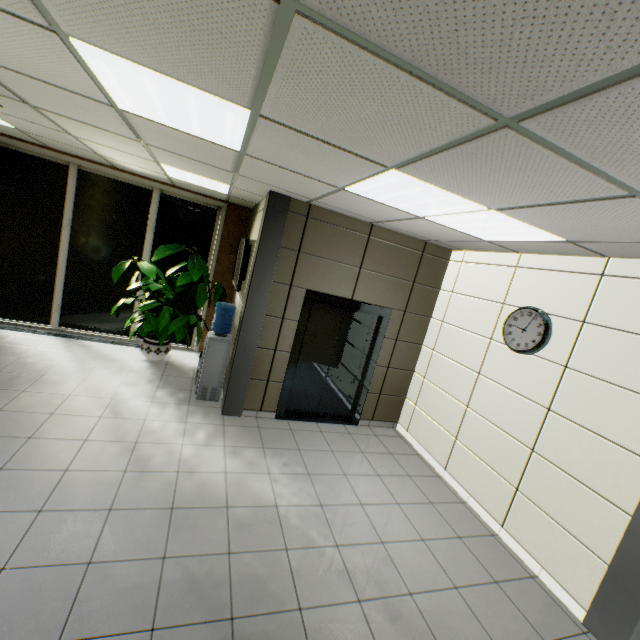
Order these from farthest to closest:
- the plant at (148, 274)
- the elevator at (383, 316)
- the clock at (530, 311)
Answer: the plant at (148, 274) < the elevator at (383, 316) < the clock at (530, 311)

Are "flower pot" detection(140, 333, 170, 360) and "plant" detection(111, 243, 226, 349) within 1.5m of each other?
yes

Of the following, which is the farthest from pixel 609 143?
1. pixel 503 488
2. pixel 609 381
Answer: pixel 503 488

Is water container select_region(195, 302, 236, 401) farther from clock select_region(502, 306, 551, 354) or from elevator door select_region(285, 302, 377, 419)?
clock select_region(502, 306, 551, 354)

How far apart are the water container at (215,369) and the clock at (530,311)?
3.74m

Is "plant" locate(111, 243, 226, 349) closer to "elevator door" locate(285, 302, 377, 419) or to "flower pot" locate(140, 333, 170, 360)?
"flower pot" locate(140, 333, 170, 360)

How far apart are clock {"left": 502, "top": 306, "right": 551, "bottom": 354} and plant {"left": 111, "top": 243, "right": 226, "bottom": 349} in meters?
5.3 m

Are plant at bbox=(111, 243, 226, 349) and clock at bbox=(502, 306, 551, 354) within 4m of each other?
no
